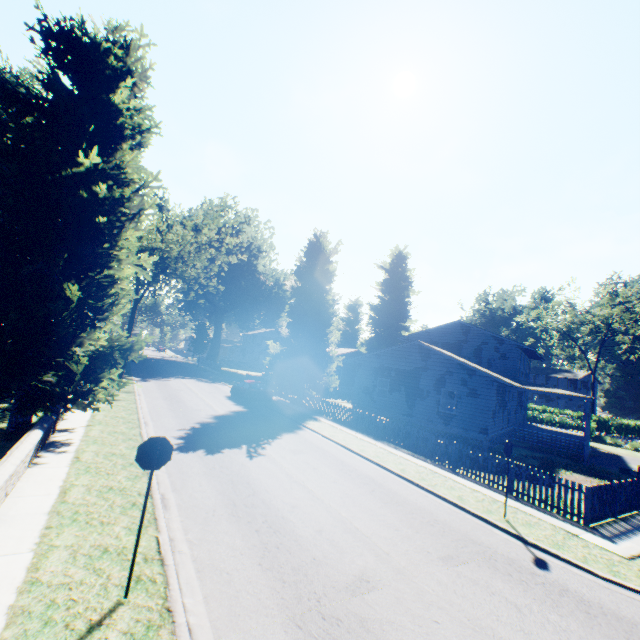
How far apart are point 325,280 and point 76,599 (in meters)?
25.50

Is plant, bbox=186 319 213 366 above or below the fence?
above

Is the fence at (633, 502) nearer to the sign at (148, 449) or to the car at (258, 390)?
the car at (258, 390)

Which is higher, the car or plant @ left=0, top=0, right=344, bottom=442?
plant @ left=0, top=0, right=344, bottom=442

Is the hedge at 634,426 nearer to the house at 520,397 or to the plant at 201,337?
the house at 520,397

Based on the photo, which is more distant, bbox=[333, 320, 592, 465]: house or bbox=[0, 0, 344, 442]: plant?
bbox=[333, 320, 592, 465]: house

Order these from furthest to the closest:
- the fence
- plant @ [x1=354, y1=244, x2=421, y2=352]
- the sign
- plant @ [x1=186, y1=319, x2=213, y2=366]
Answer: plant @ [x1=186, y1=319, x2=213, y2=366]
plant @ [x1=354, y1=244, x2=421, y2=352]
the fence
the sign

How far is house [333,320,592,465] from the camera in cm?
2111
